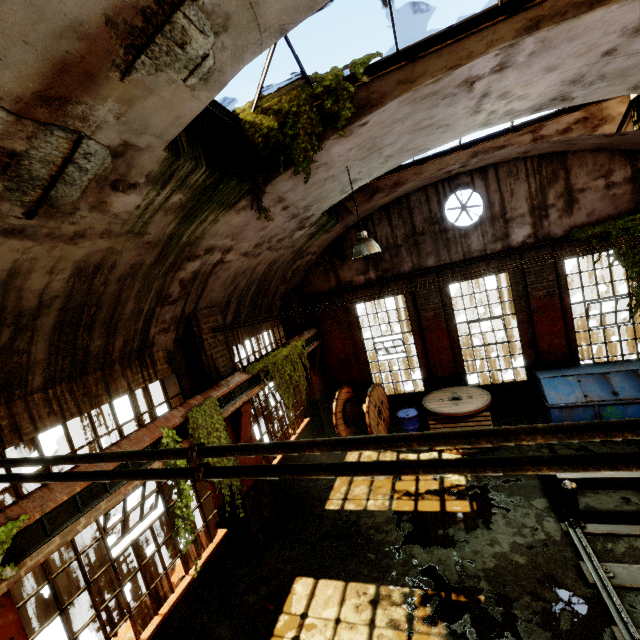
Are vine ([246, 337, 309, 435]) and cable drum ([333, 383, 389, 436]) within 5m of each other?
yes

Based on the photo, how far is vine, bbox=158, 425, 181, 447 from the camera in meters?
5.0 m

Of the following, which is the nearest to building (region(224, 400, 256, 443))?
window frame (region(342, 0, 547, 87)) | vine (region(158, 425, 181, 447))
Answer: window frame (region(342, 0, 547, 87))

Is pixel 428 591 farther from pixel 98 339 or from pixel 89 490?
pixel 98 339

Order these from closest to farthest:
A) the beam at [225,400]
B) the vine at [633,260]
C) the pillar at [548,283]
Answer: the beam at [225,400], the vine at [633,260], the pillar at [548,283]

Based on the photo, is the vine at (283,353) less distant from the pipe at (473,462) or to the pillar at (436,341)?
the pillar at (436,341)

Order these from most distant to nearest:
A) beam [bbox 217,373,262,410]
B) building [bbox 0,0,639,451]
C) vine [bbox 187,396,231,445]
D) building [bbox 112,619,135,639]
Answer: beam [bbox 217,373,262,410]
vine [bbox 187,396,231,445]
building [bbox 112,619,135,639]
building [bbox 0,0,639,451]

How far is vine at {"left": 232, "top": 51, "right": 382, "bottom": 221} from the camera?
4.3m
